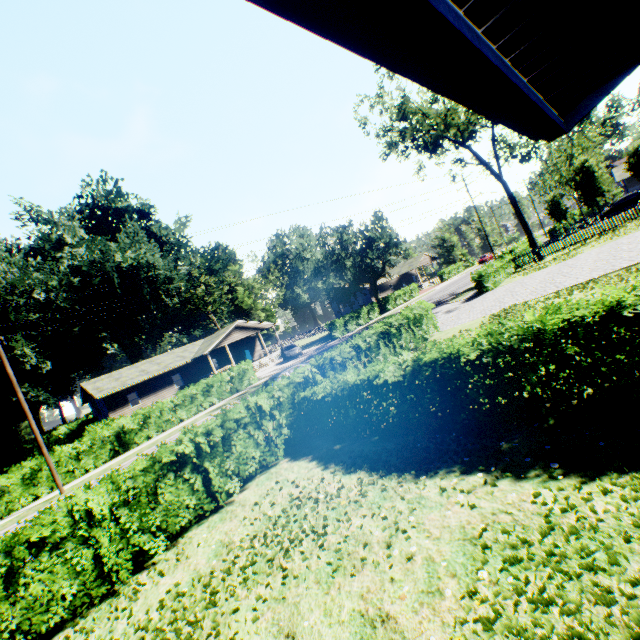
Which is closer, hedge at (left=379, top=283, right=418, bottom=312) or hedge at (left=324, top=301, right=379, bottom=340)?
hedge at (left=324, top=301, right=379, bottom=340)

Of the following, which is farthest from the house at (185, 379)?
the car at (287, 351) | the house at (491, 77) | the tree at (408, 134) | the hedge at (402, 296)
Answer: the house at (491, 77)

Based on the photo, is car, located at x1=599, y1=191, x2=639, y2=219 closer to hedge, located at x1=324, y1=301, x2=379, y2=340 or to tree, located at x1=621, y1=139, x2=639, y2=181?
tree, located at x1=621, y1=139, x2=639, y2=181

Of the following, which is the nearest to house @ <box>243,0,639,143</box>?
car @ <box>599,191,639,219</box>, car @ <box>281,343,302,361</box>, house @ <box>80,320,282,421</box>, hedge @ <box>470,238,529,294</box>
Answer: hedge @ <box>470,238,529,294</box>

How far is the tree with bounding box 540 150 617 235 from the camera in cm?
4231

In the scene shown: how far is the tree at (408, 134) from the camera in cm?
2716

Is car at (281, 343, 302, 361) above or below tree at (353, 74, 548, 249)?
below

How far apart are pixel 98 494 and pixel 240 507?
3.0m
